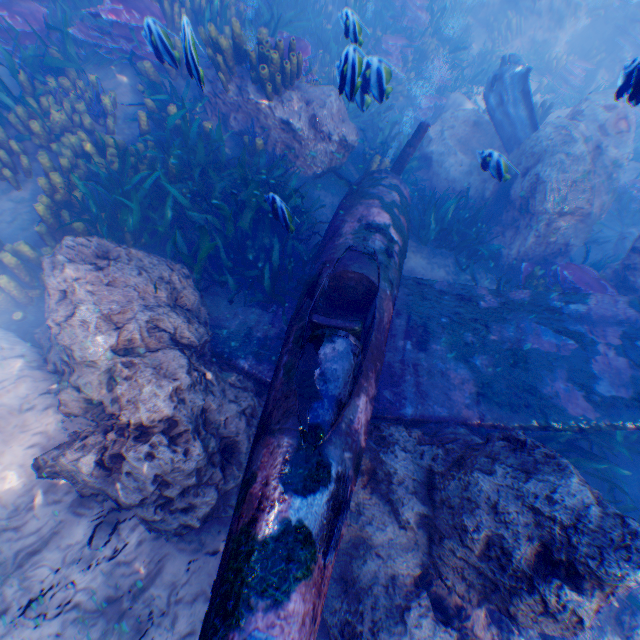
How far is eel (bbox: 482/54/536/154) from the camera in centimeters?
777cm

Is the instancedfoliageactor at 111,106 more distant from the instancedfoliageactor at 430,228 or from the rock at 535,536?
the instancedfoliageactor at 430,228

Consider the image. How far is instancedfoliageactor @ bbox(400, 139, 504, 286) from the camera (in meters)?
6.51

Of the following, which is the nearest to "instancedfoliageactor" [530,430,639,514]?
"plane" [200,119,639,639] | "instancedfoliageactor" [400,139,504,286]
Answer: "plane" [200,119,639,639]

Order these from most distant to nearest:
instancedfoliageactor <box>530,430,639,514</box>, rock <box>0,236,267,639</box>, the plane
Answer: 1. instancedfoliageactor <box>530,430,639,514</box>
2. rock <box>0,236,267,639</box>
3. the plane

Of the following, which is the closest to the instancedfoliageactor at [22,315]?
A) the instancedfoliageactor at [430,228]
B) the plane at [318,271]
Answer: the plane at [318,271]

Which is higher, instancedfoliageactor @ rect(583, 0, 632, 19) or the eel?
instancedfoliageactor @ rect(583, 0, 632, 19)

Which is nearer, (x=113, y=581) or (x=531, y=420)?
(x=113, y=581)
